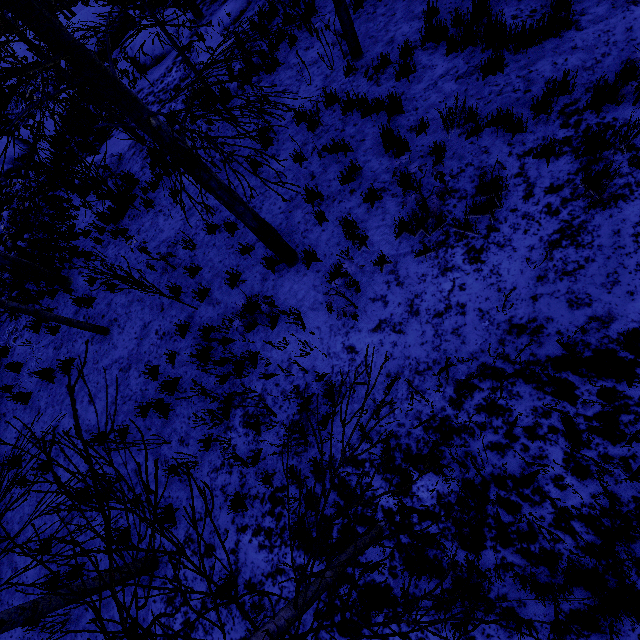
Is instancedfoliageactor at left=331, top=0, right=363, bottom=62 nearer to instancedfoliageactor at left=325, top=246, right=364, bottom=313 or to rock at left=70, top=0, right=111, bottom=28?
instancedfoliageactor at left=325, top=246, right=364, bottom=313

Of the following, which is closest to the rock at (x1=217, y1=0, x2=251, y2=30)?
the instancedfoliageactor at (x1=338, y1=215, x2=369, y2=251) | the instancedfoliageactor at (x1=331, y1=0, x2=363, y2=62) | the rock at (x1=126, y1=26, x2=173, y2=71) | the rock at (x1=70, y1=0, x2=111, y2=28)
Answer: the rock at (x1=126, y1=26, x2=173, y2=71)

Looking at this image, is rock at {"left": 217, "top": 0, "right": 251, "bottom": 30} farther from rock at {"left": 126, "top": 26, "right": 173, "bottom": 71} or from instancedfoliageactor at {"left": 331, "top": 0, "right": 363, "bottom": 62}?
instancedfoliageactor at {"left": 331, "top": 0, "right": 363, "bottom": 62}

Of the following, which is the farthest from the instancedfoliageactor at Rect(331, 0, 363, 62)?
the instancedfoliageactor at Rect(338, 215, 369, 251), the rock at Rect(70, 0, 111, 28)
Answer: the rock at Rect(70, 0, 111, 28)

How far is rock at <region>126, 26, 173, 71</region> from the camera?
11.7m

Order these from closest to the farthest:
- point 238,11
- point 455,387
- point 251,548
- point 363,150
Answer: point 455,387 < point 251,548 < point 363,150 < point 238,11

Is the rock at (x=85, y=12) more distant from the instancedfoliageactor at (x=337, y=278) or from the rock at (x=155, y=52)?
the instancedfoliageactor at (x=337, y=278)

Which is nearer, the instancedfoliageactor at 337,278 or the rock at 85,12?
the instancedfoliageactor at 337,278
